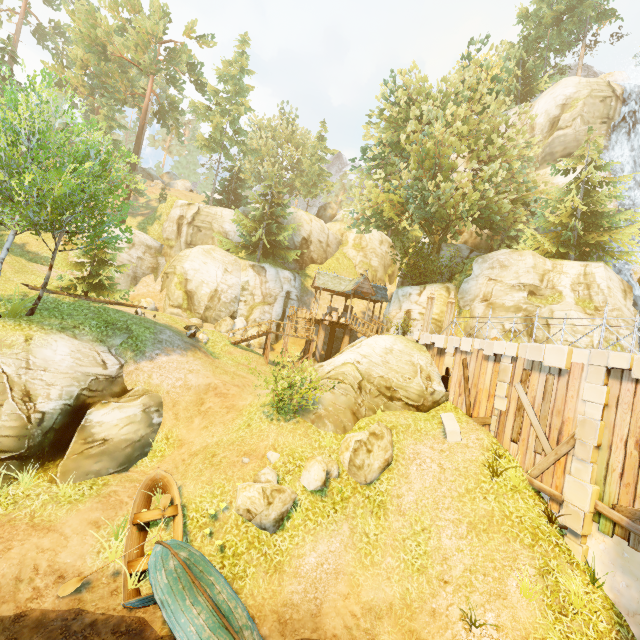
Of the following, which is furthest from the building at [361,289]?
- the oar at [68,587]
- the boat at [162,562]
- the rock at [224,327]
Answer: the oar at [68,587]

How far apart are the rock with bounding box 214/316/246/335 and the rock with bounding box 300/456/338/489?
17.4m

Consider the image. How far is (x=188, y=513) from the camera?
10.27m

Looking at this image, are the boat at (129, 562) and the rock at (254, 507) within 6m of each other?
yes

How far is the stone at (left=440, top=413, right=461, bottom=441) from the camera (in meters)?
12.30

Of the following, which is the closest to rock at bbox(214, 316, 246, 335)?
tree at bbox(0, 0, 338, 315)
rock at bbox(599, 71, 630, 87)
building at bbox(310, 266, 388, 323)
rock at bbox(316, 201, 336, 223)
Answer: building at bbox(310, 266, 388, 323)

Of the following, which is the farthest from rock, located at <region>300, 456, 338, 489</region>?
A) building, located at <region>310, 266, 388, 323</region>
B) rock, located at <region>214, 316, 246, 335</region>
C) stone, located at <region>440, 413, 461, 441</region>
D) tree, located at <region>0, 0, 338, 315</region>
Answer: rock, located at <region>214, 316, 246, 335</region>

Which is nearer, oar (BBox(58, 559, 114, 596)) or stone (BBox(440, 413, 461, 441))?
oar (BBox(58, 559, 114, 596))
